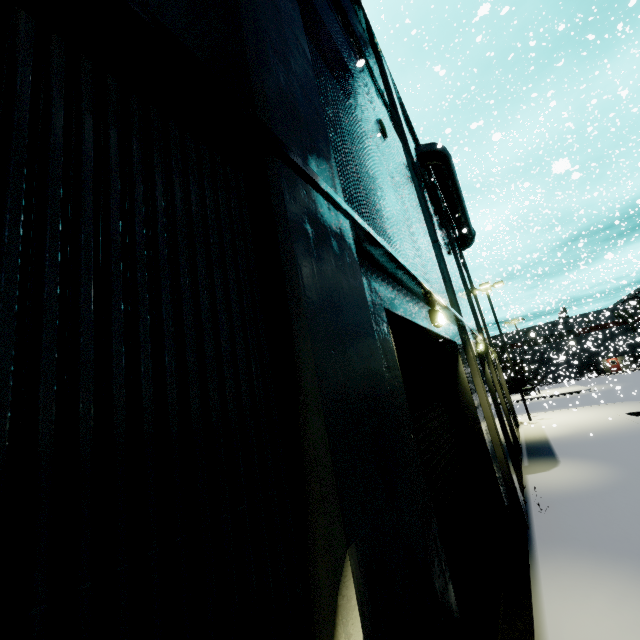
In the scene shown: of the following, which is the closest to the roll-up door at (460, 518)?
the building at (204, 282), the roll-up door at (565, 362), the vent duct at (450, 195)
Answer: the building at (204, 282)

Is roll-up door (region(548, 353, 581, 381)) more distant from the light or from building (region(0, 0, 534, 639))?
the light

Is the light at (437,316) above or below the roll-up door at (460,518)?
above

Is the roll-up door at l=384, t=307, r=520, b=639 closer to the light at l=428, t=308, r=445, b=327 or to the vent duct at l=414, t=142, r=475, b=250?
the light at l=428, t=308, r=445, b=327

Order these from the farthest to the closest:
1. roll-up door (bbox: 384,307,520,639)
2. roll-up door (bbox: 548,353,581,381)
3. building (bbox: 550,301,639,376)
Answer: building (bbox: 550,301,639,376) → roll-up door (bbox: 548,353,581,381) → roll-up door (bbox: 384,307,520,639)

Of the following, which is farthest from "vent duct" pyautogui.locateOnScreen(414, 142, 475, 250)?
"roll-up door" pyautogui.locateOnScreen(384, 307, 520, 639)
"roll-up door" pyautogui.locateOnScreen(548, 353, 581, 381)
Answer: "roll-up door" pyautogui.locateOnScreen(548, 353, 581, 381)

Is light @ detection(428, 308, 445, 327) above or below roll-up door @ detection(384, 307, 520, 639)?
above

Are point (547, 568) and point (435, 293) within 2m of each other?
no
